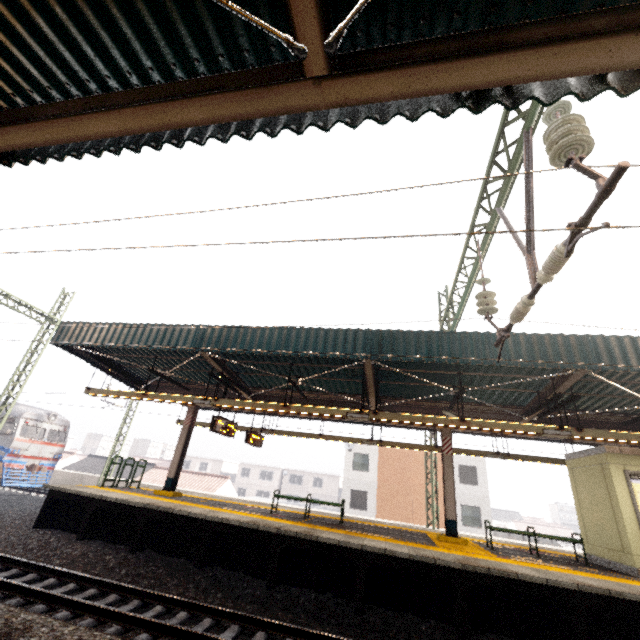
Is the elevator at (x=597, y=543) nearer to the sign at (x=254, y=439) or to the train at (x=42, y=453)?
the sign at (x=254, y=439)

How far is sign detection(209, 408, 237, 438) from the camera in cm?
1049

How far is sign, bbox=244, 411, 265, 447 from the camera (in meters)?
12.98

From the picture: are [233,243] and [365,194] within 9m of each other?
yes

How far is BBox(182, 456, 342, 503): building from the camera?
Result: 51.53m

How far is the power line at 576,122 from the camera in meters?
3.5

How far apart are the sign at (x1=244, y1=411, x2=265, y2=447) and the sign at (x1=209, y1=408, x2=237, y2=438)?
1.34m

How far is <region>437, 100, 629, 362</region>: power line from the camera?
3.5m
